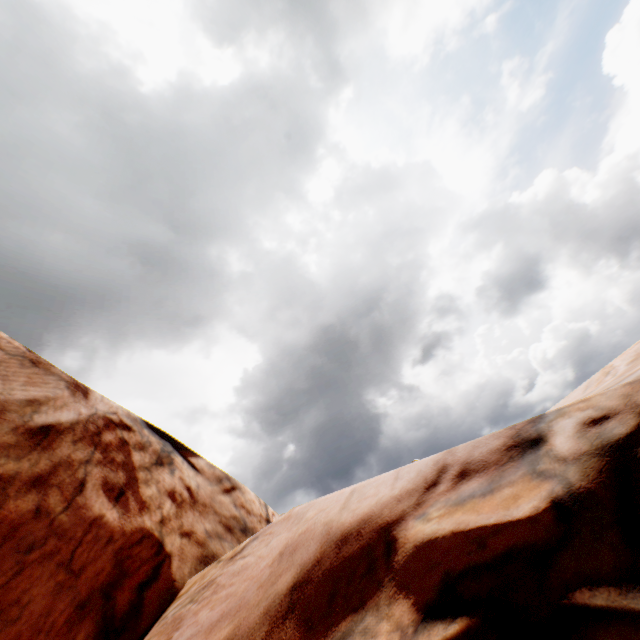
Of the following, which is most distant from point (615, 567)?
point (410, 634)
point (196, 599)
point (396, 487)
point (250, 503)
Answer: point (250, 503)
